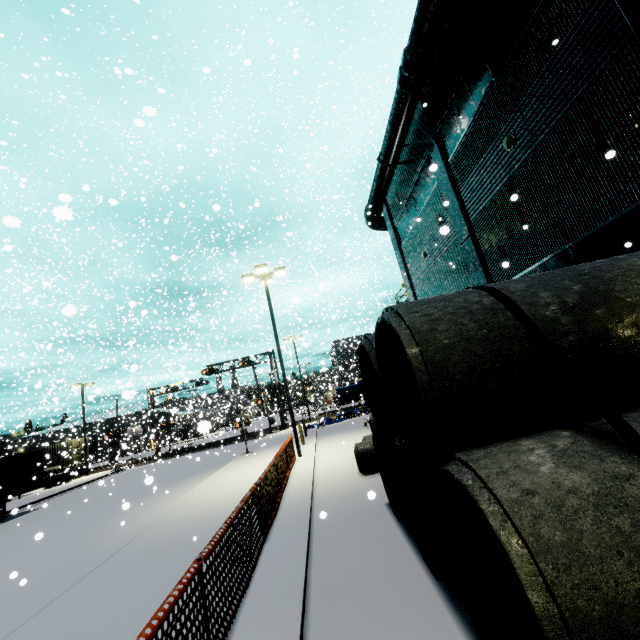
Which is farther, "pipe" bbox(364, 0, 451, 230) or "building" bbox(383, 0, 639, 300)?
"pipe" bbox(364, 0, 451, 230)

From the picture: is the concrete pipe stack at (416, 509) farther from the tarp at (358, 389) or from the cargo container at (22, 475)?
the cargo container at (22, 475)

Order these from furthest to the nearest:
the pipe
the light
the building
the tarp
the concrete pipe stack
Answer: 1. the tarp
2. the pipe
3. the light
4. the building
5. the concrete pipe stack

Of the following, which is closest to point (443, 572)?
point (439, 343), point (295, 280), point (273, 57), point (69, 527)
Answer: point (439, 343)

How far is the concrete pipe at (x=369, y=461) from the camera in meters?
10.4 m

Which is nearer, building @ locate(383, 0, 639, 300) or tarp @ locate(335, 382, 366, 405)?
building @ locate(383, 0, 639, 300)

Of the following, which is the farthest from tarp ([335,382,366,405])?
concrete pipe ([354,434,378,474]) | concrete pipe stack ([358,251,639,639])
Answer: concrete pipe ([354,434,378,474])

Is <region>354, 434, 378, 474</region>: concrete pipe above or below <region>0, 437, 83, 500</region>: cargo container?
below
